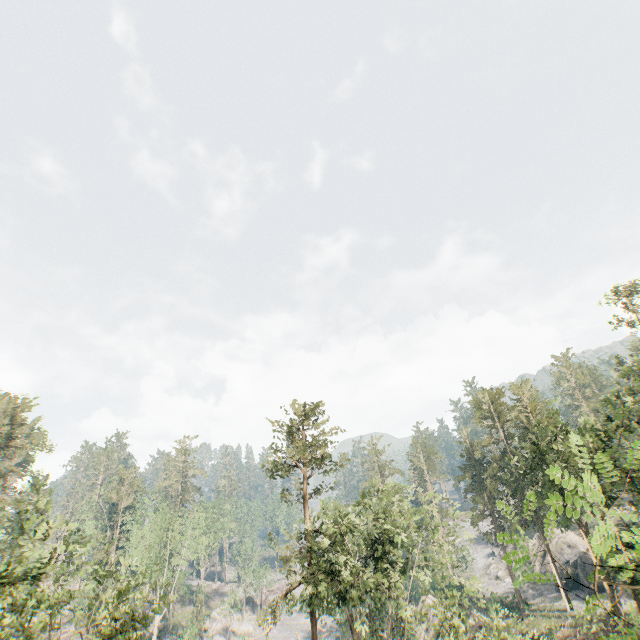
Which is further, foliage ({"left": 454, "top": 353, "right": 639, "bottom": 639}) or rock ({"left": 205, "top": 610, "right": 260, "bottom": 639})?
rock ({"left": 205, "top": 610, "right": 260, "bottom": 639})

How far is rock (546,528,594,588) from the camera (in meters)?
40.58

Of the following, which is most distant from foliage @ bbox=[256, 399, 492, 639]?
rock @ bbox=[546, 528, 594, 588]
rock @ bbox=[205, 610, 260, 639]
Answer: rock @ bbox=[546, 528, 594, 588]

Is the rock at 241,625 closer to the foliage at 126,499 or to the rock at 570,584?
the foliage at 126,499

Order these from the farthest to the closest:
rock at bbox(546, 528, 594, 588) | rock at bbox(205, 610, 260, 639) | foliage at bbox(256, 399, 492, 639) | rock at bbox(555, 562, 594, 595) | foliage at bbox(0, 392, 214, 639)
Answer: rock at bbox(205, 610, 260, 639) < rock at bbox(546, 528, 594, 588) < rock at bbox(555, 562, 594, 595) < foliage at bbox(256, 399, 492, 639) < foliage at bbox(0, 392, 214, 639)

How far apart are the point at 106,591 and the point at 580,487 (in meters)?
26.74

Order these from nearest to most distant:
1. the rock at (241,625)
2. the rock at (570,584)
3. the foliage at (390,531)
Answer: the foliage at (390,531) → the rock at (570,584) → the rock at (241,625)

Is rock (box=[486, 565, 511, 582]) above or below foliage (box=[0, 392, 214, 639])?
below
